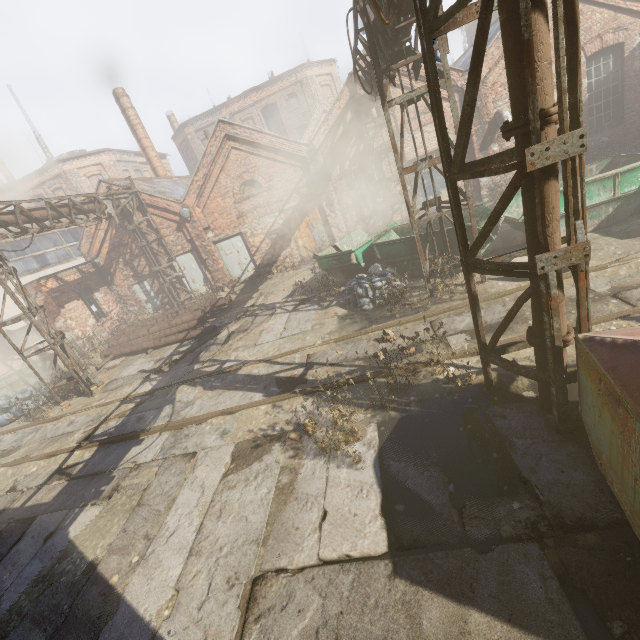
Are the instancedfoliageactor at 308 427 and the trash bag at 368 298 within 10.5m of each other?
yes

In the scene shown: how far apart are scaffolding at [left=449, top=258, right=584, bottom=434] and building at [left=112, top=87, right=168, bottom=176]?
23.57m

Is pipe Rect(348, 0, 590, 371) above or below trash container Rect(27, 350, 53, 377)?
above

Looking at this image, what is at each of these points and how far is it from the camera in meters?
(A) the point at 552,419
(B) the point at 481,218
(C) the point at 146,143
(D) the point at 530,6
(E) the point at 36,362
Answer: (A) scaffolding, 4.0 m
(B) container, 9.7 m
(C) building, 21.2 m
(D) pipe, 2.4 m
(E) trash container, 12.8 m

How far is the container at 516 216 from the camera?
8.5m

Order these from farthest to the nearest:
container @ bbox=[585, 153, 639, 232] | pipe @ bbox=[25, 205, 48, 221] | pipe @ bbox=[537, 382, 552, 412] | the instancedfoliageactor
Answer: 1. pipe @ bbox=[25, 205, 48, 221]
2. container @ bbox=[585, 153, 639, 232]
3. the instancedfoliageactor
4. pipe @ bbox=[537, 382, 552, 412]

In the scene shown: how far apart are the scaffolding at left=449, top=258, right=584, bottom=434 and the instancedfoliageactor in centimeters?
230cm

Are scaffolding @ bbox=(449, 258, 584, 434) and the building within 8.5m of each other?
no
